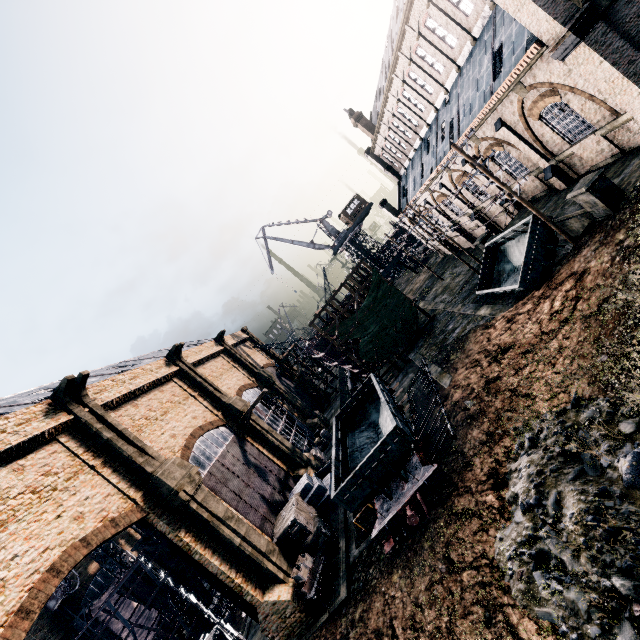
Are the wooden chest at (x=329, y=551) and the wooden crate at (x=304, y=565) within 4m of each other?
yes

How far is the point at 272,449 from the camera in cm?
2995

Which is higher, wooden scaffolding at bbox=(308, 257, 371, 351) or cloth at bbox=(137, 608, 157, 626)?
wooden scaffolding at bbox=(308, 257, 371, 351)

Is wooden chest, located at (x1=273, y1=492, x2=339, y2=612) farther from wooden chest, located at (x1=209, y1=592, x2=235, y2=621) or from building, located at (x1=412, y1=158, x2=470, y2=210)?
wooden chest, located at (x1=209, y1=592, x2=235, y2=621)

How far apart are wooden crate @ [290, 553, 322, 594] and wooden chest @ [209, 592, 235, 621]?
14.4m

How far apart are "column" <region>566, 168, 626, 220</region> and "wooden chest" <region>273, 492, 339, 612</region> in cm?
2262

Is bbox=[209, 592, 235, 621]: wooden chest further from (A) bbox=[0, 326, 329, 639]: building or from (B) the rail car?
(B) the rail car

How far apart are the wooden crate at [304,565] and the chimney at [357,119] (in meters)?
50.48
